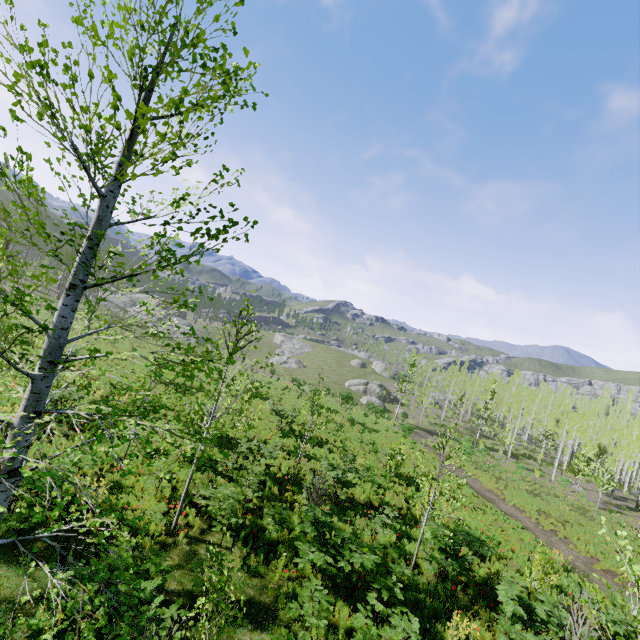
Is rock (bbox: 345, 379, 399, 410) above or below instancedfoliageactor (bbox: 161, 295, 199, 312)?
below

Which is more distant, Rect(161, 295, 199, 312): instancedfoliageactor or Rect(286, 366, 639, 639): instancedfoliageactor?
Rect(286, 366, 639, 639): instancedfoliageactor

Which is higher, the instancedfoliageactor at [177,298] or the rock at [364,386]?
the instancedfoliageactor at [177,298]

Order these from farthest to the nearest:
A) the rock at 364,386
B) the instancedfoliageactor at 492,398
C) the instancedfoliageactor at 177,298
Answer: the rock at 364,386 < the instancedfoliageactor at 492,398 < the instancedfoliageactor at 177,298

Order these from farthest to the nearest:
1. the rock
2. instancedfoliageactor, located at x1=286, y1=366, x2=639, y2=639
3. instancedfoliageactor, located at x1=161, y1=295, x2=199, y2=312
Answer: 1. the rock
2. instancedfoliageactor, located at x1=286, y1=366, x2=639, y2=639
3. instancedfoliageactor, located at x1=161, y1=295, x2=199, y2=312

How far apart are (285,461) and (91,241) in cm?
1340

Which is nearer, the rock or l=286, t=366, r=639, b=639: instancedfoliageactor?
l=286, t=366, r=639, b=639: instancedfoliageactor
